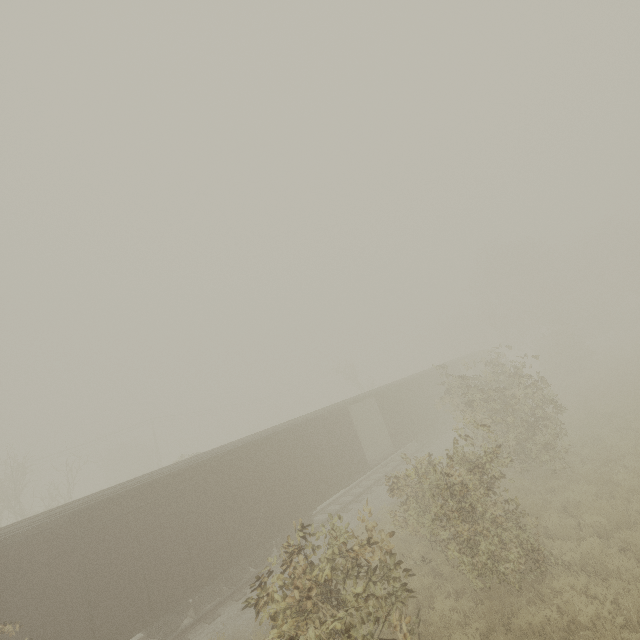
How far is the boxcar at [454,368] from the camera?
29.9m

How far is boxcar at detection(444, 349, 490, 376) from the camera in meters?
29.9

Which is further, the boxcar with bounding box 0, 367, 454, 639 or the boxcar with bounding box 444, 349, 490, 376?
the boxcar with bounding box 444, 349, 490, 376

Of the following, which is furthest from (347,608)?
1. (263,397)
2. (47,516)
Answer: (263,397)

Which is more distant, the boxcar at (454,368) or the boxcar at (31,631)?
the boxcar at (454,368)
